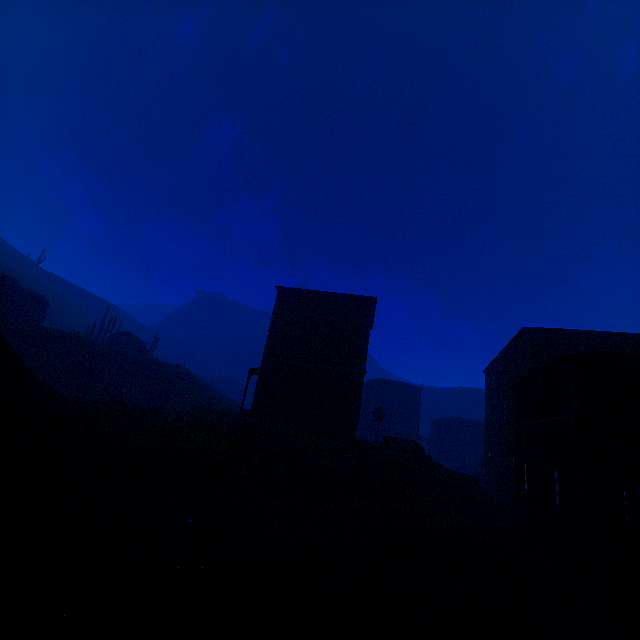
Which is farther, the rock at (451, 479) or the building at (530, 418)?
the rock at (451, 479)

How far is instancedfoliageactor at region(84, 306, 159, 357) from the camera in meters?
41.4

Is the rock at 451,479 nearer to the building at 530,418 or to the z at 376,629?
the z at 376,629

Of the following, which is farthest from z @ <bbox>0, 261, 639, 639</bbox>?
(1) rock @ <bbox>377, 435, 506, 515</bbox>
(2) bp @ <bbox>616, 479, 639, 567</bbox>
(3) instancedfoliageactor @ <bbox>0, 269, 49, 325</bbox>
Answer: (3) instancedfoliageactor @ <bbox>0, 269, 49, 325</bbox>

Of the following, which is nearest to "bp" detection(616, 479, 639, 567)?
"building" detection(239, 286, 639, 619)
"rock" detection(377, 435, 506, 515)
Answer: "building" detection(239, 286, 639, 619)

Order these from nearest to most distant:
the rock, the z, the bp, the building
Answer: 1. the z
2. the bp
3. the building
4. the rock

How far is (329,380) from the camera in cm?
2212
